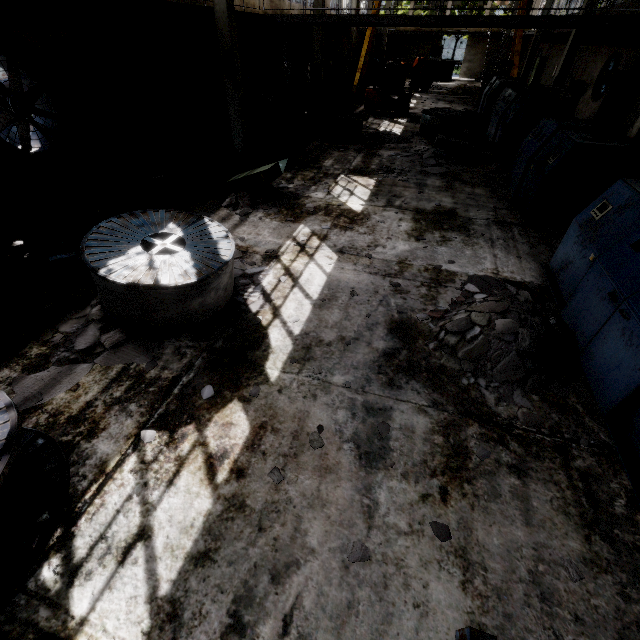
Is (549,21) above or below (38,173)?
above

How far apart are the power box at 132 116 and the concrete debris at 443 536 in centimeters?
1235cm

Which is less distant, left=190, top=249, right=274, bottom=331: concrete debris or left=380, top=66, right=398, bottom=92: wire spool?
left=190, top=249, right=274, bottom=331: concrete debris

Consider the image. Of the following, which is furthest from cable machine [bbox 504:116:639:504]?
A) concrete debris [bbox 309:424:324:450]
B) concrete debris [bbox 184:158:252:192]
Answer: concrete debris [bbox 184:158:252:192]

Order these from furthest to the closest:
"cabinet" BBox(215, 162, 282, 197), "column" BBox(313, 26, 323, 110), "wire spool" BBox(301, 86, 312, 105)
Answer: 1. "wire spool" BBox(301, 86, 312, 105)
2. "column" BBox(313, 26, 323, 110)
3. "cabinet" BBox(215, 162, 282, 197)

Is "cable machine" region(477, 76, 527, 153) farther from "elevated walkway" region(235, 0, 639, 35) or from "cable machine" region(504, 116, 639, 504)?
"cable machine" region(504, 116, 639, 504)

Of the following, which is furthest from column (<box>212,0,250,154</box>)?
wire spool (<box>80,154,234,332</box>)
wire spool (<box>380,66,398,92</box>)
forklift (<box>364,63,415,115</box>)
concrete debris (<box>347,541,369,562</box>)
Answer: wire spool (<box>380,66,398,92</box>)

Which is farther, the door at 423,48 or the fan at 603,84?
the door at 423,48
